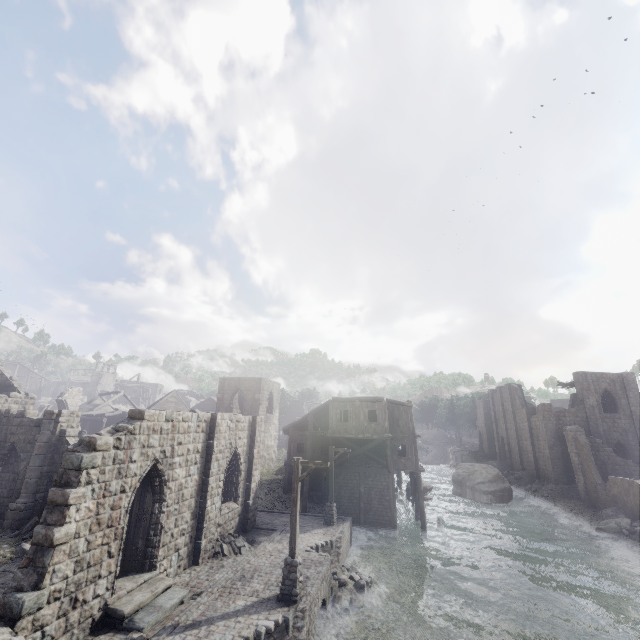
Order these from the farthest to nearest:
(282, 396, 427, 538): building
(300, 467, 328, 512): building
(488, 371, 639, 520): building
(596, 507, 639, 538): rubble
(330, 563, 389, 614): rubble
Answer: (488, 371, 639, 520): building
(300, 467, 328, 512): building
(282, 396, 427, 538): building
(596, 507, 639, 538): rubble
(330, 563, 389, 614): rubble

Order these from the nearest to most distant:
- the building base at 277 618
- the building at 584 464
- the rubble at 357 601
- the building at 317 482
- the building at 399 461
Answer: the building base at 277 618, the rubble at 357 601, the building at 399 461, the building at 317 482, the building at 584 464

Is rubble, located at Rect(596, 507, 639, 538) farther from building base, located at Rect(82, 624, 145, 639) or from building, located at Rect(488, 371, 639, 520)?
building base, located at Rect(82, 624, 145, 639)

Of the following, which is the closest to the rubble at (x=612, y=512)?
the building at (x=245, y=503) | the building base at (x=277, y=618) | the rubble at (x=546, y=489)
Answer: A: the building at (x=245, y=503)

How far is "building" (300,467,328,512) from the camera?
27.33m

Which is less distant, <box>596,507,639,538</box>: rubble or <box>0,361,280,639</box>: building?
<box>0,361,280,639</box>: building

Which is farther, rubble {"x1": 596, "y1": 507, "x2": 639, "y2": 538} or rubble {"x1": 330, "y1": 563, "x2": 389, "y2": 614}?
rubble {"x1": 596, "y1": 507, "x2": 639, "y2": 538}

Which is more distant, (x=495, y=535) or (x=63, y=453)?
(x=495, y=535)
